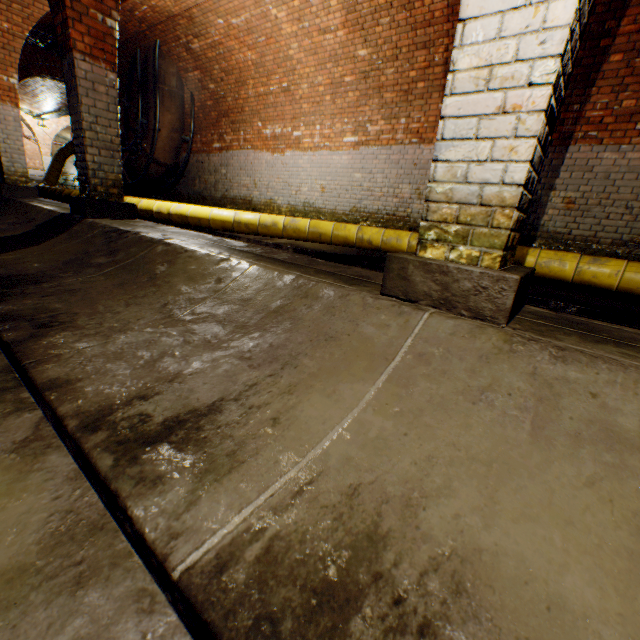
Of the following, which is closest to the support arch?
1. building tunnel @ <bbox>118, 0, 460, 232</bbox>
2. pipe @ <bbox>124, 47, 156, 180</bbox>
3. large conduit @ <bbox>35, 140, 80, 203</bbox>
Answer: building tunnel @ <bbox>118, 0, 460, 232</bbox>

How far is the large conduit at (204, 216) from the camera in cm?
568

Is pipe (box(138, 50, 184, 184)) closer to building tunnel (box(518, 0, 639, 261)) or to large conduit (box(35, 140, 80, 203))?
building tunnel (box(518, 0, 639, 261))

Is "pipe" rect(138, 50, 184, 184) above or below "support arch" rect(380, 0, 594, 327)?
above

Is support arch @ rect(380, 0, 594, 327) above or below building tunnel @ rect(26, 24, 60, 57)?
below

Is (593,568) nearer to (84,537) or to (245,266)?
(84,537)

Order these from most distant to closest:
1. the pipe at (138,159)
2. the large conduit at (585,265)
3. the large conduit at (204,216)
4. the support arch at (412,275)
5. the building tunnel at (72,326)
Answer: the pipe at (138,159) < the large conduit at (204,216) < the large conduit at (585,265) < the support arch at (412,275) < the building tunnel at (72,326)
